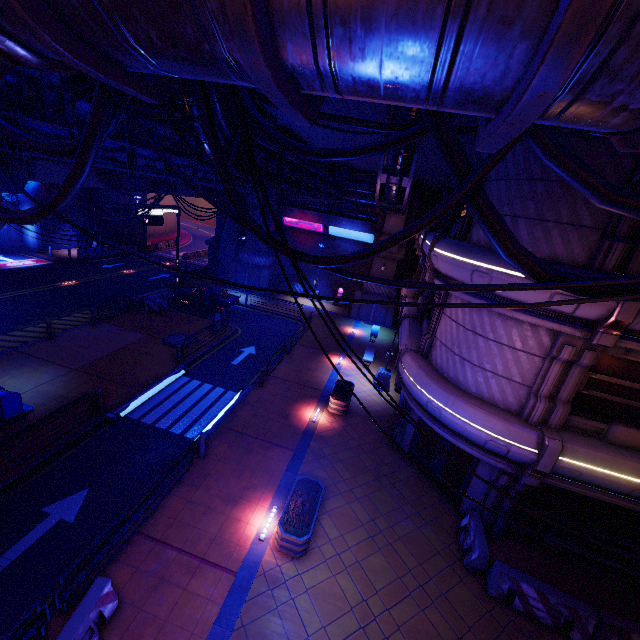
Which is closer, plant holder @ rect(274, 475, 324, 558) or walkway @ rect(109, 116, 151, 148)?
plant holder @ rect(274, 475, 324, 558)

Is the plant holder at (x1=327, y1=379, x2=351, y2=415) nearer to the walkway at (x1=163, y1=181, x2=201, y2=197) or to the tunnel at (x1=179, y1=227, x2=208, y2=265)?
the walkway at (x1=163, y1=181, x2=201, y2=197)

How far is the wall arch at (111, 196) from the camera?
36.19m

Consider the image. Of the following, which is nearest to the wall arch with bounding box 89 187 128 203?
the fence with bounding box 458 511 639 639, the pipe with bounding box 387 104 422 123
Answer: the pipe with bounding box 387 104 422 123

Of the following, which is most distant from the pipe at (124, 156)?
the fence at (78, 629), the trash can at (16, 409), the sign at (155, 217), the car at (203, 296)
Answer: the fence at (78, 629)

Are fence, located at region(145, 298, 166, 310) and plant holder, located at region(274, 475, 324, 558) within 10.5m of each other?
no

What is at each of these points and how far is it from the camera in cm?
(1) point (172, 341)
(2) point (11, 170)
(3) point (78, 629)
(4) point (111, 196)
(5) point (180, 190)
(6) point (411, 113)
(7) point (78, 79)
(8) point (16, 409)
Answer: (1) manhole, 2005
(2) walkway, 1387
(3) fence, 652
(4) wall arch, 3622
(5) walkway, 2447
(6) pipe, 898
(7) vent, 994
(8) trash can, 1227

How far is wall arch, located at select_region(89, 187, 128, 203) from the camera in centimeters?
3619cm
